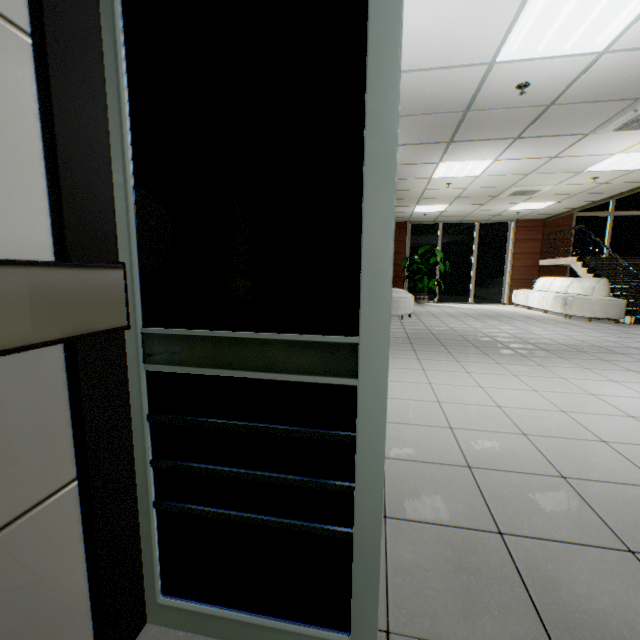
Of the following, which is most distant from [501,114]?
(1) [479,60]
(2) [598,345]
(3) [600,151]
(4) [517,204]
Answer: (4) [517,204]

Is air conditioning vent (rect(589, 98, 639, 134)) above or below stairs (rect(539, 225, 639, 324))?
above

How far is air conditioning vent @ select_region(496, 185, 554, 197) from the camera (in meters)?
7.72

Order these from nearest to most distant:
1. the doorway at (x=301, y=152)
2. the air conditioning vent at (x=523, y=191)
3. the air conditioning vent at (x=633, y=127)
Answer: the doorway at (x=301, y=152), the air conditioning vent at (x=633, y=127), the air conditioning vent at (x=523, y=191)

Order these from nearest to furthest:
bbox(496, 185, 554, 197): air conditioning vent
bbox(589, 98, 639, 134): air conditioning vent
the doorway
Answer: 1. the doorway
2. bbox(589, 98, 639, 134): air conditioning vent
3. bbox(496, 185, 554, 197): air conditioning vent

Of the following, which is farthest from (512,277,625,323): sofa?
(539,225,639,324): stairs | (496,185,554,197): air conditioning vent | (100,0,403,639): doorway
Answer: (100,0,403,639): doorway

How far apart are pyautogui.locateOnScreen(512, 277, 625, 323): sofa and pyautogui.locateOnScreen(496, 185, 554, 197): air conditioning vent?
2.8 meters

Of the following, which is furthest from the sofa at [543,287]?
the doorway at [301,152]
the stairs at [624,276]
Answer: the doorway at [301,152]
